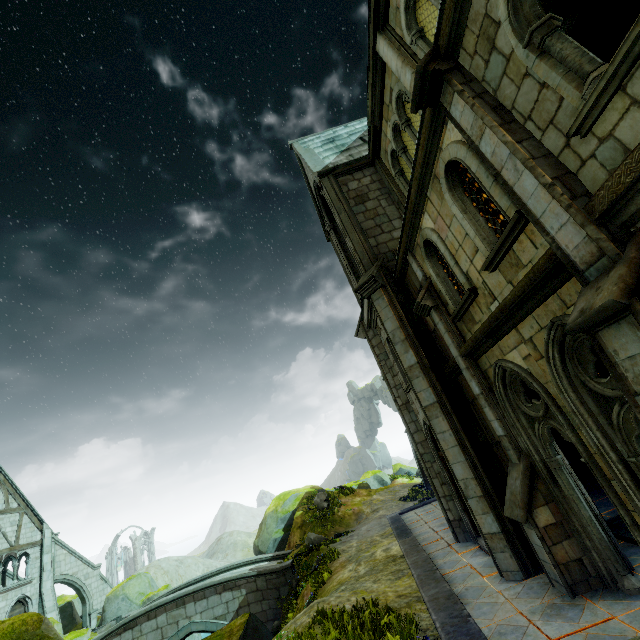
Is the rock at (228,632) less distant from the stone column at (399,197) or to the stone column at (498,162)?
the stone column at (498,162)

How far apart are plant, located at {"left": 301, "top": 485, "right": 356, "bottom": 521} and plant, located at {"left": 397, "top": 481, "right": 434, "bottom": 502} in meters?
4.9 m

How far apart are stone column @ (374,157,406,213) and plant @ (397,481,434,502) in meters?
19.1

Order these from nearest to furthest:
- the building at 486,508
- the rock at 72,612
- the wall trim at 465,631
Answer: the wall trim at 465,631
the rock at 72,612
the building at 486,508

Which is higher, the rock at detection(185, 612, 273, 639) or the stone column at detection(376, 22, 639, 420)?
the stone column at detection(376, 22, 639, 420)

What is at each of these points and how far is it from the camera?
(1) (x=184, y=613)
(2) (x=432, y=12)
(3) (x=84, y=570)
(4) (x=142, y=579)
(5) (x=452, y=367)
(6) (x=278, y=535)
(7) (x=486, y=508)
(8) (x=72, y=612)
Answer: (1) bridge, 17.3 meters
(2) wooden beam, 8.7 meters
(3) buttress, 25.2 meters
(4) rock, 22.9 meters
(5) wall trim, 8.8 meters
(6) rock, 23.7 meters
(7) building, 7.8 meters
(8) rock, 25.6 meters

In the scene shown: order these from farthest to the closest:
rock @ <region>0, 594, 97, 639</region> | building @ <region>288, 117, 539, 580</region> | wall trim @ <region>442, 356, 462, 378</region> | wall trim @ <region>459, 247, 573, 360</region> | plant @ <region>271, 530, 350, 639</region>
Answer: plant @ <region>271, 530, 350, 639</region>, wall trim @ <region>442, 356, 462, 378</region>, building @ <region>288, 117, 539, 580</region>, rock @ <region>0, 594, 97, 639</region>, wall trim @ <region>459, 247, 573, 360</region>

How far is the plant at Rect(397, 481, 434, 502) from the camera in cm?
2078
